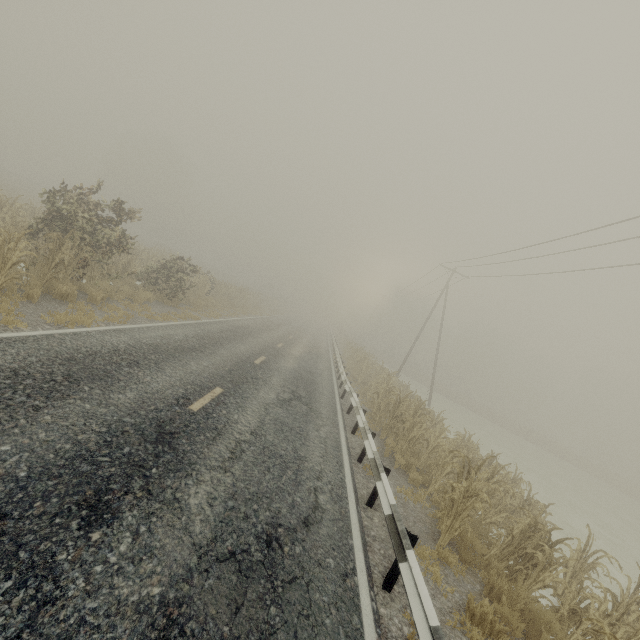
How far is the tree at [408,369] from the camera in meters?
52.3 m

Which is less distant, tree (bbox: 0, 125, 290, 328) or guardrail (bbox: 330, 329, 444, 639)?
guardrail (bbox: 330, 329, 444, 639)

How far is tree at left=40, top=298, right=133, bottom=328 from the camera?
7.8 meters

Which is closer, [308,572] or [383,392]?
[308,572]

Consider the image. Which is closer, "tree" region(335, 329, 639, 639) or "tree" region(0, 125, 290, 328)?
"tree" region(335, 329, 639, 639)
